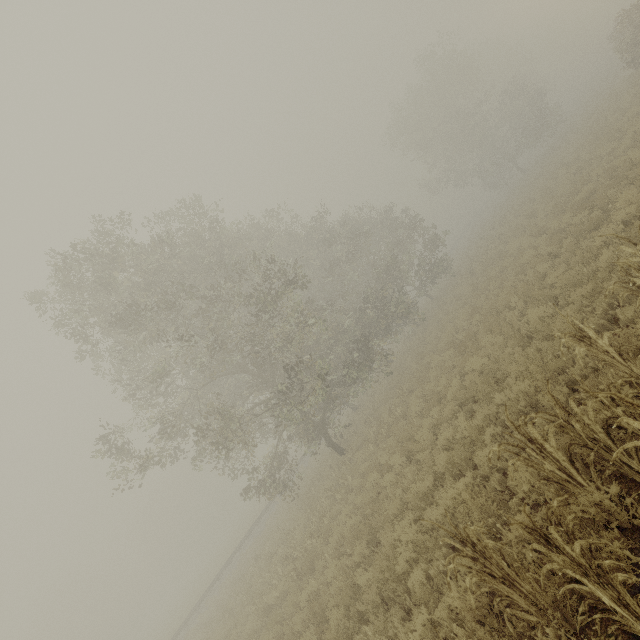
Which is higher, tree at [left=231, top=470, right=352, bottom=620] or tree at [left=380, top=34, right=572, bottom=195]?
tree at [left=380, top=34, right=572, bottom=195]

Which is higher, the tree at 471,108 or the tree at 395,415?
the tree at 471,108

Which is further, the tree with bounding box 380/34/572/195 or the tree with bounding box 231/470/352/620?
the tree with bounding box 380/34/572/195

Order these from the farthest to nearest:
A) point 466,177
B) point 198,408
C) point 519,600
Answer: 1. point 466,177
2. point 198,408
3. point 519,600

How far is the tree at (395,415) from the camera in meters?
13.2 m

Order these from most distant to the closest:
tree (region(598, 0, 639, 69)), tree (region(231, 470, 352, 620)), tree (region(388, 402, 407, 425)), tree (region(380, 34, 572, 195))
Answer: tree (region(380, 34, 572, 195)) → tree (region(598, 0, 639, 69)) → tree (region(388, 402, 407, 425)) → tree (region(231, 470, 352, 620))
